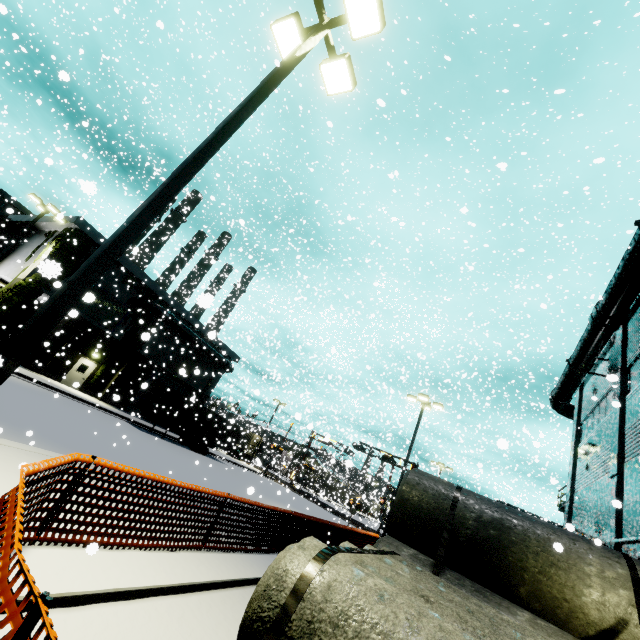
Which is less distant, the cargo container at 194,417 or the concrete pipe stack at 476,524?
the concrete pipe stack at 476,524

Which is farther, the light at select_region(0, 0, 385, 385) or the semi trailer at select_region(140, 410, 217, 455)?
the semi trailer at select_region(140, 410, 217, 455)

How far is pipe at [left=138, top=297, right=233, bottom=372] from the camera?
29.00m

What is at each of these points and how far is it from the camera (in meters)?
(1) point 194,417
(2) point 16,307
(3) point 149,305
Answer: (1) cargo container, 27.73
(2) tree, 21.62
(3) pipe, 28.92

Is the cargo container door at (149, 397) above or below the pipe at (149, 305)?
below

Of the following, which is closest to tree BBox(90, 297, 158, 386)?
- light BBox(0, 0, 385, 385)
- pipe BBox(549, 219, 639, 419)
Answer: pipe BBox(549, 219, 639, 419)

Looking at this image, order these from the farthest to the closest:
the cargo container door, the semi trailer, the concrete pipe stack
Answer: the semi trailer
the cargo container door
the concrete pipe stack

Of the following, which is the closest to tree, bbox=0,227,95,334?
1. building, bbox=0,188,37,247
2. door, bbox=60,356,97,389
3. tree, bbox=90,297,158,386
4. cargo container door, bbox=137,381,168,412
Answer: building, bbox=0,188,37,247
